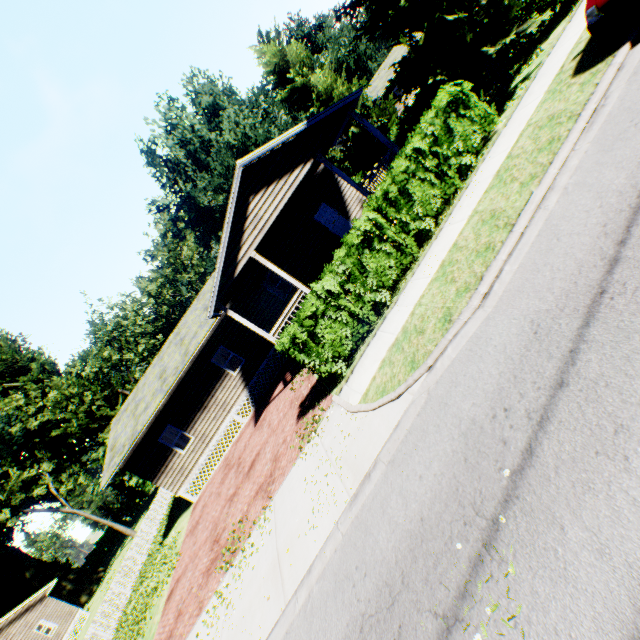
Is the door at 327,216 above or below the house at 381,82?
below

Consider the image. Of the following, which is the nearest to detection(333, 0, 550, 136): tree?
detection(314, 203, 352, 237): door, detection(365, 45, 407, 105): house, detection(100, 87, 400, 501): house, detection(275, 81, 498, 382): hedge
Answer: detection(275, 81, 498, 382): hedge

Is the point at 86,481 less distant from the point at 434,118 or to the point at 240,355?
the point at 240,355

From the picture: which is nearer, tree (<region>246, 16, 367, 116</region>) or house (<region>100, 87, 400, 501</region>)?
house (<region>100, 87, 400, 501</region>)

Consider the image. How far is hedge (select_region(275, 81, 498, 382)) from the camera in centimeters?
901cm

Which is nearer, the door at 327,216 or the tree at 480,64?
the tree at 480,64

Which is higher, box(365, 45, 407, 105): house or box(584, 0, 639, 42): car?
box(365, 45, 407, 105): house

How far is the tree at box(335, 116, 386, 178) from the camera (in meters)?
20.64
